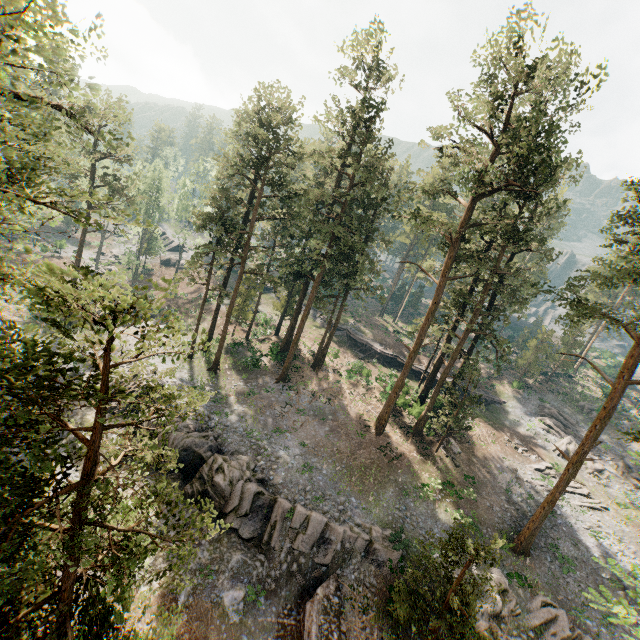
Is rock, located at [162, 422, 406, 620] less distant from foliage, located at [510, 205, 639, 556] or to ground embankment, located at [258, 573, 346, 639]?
ground embankment, located at [258, 573, 346, 639]

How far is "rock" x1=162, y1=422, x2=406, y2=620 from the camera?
19.1m

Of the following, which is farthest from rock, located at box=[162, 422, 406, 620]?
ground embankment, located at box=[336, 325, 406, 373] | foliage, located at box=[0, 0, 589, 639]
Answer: ground embankment, located at box=[336, 325, 406, 373]

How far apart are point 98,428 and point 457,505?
28.8 meters

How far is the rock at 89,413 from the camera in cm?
2520

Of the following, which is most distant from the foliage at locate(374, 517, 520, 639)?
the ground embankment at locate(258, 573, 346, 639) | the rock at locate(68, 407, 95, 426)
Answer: the rock at locate(68, 407, 95, 426)

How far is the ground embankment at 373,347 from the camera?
45.4m
